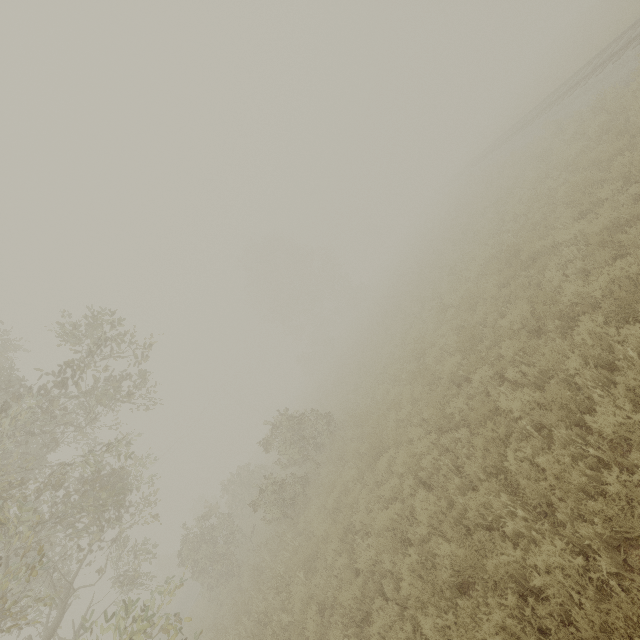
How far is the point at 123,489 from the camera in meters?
10.6 m
